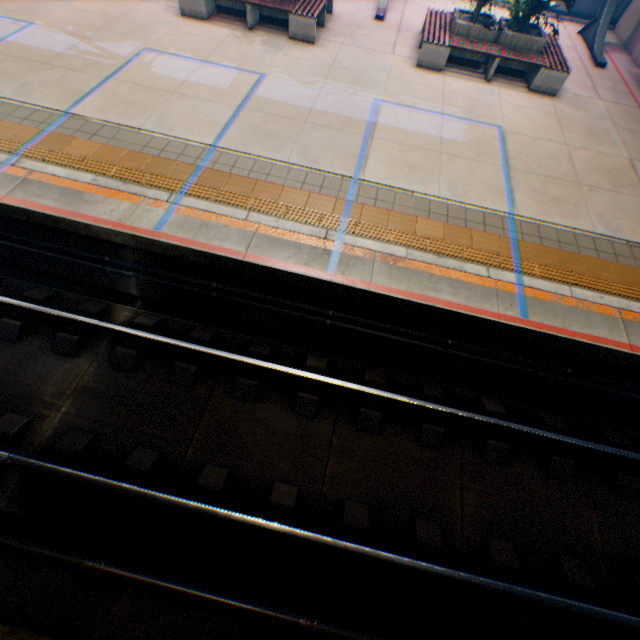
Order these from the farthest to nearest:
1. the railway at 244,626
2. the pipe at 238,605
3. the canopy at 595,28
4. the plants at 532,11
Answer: the canopy at 595,28, the plants at 532,11, the pipe at 238,605, the railway at 244,626

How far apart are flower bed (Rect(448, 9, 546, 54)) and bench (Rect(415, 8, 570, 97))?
0.0 meters

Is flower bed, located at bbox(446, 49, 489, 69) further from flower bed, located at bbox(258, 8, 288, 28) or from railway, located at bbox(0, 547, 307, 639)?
railway, located at bbox(0, 547, 307, 639)

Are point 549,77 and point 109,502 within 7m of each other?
no

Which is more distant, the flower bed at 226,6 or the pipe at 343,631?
the flower bed at 226,6

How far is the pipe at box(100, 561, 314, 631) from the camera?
3.6m

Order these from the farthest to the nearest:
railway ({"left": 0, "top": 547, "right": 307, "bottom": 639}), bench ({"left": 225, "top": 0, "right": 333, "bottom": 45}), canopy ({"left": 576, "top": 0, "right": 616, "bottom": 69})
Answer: canopy ({"left": 576, "top": 0, "right": 616, "bottom": 69}) → bench ({"left": 225, "top": 0, "right": 333, "bottom": 45}) → railway ({"left": 0, "top": 547, "right": 307, "bottom": 639})
